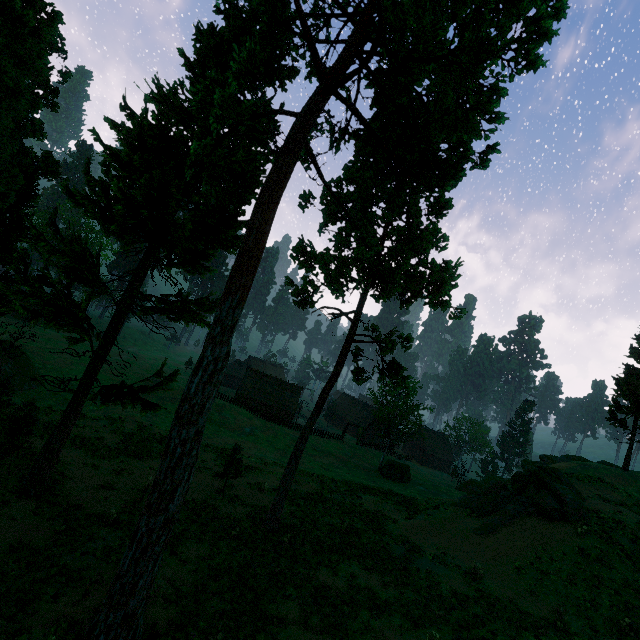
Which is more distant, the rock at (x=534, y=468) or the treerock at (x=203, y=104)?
the rock at (x=534, y=468)

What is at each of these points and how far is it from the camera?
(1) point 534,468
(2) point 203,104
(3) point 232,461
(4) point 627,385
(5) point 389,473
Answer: (1) rock, 23.9m
(2) treerock, 13.8m
(3) treerock, 23.4m
(4) treerock, 32.4m
(5) treerock, 41.9m

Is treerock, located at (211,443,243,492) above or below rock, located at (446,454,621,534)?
below

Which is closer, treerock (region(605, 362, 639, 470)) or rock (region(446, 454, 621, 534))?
rock (region(446, 454, 621, 534))

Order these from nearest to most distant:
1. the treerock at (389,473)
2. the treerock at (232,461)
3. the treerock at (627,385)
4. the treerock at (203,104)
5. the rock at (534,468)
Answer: the treerock at (203,104) < the rock at (534,468) < the treerock at (232,461) < the treerock at (627,385) < the treerock at (389,473)

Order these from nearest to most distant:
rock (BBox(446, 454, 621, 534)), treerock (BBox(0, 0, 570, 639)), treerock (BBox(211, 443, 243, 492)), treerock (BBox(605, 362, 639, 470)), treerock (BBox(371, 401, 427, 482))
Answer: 1. treerock (BBox(0, 0, 570, 639))
2. rock (BBox(446, 454, 621, 534))
3. treerock (BBox(211, 443, 243, 492))
4. treerock (BBox(605, 362, 639, 470))
5. treerock (BBox(371, 401, 427, 482))

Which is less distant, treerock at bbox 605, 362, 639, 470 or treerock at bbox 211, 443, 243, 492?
treerock at bbox 211, 443, 243, 492
